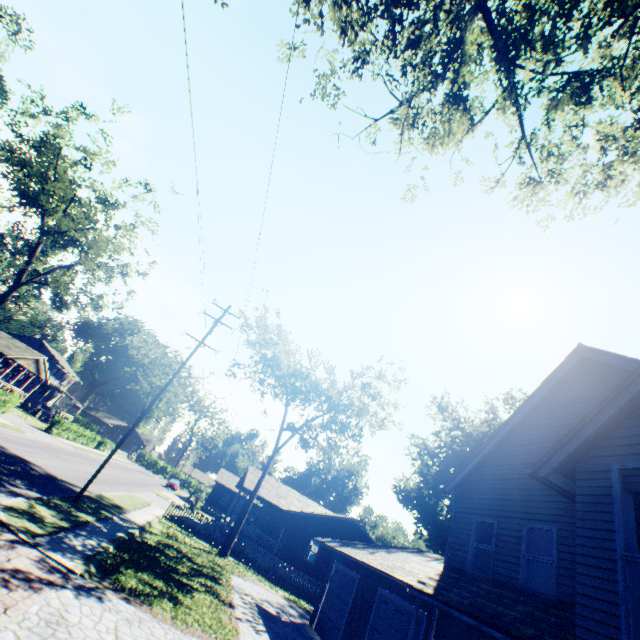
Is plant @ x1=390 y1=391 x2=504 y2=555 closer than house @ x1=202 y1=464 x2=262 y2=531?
No

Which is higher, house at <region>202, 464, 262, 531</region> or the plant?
the plant

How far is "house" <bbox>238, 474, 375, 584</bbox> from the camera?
27.89m

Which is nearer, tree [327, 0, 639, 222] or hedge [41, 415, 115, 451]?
tree [327, 0, 639, 222]

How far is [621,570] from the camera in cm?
572

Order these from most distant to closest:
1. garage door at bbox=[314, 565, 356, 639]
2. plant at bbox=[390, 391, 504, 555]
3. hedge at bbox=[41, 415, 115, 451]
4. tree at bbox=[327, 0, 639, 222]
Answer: plant at bbox=[390, 391, 504, 555] → hedge at bbox=[41, 415, 115, 451] → garage door at bbox=[314, 565, 356, 639] → tree at bbox=[327, 0, 639, 222]

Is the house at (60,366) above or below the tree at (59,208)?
below

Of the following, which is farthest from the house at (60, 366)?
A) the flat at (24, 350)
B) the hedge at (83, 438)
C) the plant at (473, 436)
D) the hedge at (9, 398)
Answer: the plant at (473, 436)
